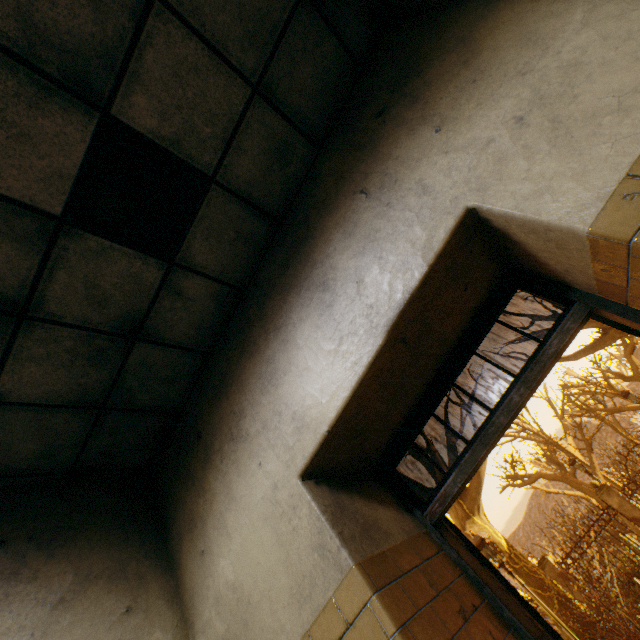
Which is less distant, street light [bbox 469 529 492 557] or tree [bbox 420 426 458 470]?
street light [bbox 469 529 492 557]

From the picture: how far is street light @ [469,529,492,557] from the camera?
7.9 meters

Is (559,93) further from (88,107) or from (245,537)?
(245,537)

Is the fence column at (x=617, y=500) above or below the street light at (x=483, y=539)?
below

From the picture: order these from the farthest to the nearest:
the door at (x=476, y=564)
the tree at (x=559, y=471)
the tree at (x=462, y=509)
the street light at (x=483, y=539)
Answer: the tree at (x=559, y=471) → the tree at (x=462, y=509) → the street light at (x=483, y=539) → the door at (x=476, y=564)

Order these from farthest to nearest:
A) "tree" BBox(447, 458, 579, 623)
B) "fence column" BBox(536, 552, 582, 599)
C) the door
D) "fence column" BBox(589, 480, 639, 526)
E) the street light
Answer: "fence column" BBox(536, 552, 582, 599), "fence column" BBox(589, 480, 639, 526), "tree" BBox(447, 458, 579, 623), the street light, the door

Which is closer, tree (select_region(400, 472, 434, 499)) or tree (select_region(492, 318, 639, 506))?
tree (select_region(400, 472, 434, 499))
